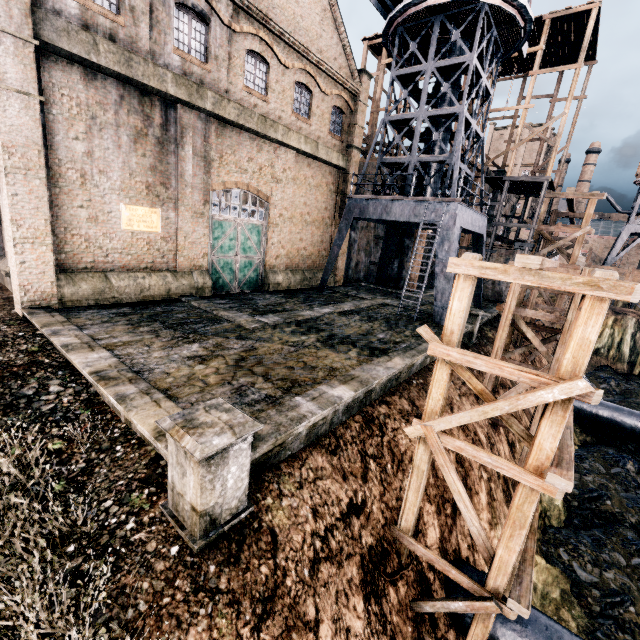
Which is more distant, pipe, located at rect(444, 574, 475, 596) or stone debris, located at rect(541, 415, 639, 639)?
stone debris, located at rect(541, 415, 639, 639)

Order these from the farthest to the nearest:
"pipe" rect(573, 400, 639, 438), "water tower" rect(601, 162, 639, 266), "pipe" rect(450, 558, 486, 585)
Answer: "water tower" rect(601, 162, 639, 266)
"pipe" rect(573, 400, 639, 438)
"pipe" rect(450, 558, 486, 585)

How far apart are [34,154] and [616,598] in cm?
2611

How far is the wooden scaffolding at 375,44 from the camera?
30.2m

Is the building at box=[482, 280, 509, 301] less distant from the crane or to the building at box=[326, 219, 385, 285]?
the building at box=[326, 219, 385, 285]

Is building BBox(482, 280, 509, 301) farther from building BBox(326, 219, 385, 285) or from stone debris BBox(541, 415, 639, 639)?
stone debris BBox(541, 415, 639, 639)

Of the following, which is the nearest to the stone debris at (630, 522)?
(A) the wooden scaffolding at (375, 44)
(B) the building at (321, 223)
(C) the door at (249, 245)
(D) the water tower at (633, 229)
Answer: (A) the wooden scaffolding at (375, 44)

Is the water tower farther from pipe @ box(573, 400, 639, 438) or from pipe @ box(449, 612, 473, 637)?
pipe @ box(449, 612, 473, 637)
